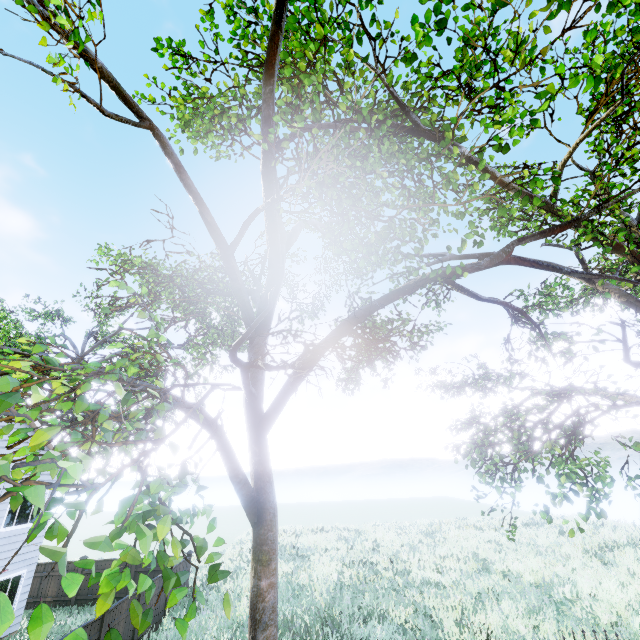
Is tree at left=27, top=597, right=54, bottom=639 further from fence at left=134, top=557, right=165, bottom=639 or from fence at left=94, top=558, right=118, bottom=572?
fence at left=134, top=557, right=165, bottom=639

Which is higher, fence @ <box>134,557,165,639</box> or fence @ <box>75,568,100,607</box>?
fence @ <box>134,557,165,639</box>

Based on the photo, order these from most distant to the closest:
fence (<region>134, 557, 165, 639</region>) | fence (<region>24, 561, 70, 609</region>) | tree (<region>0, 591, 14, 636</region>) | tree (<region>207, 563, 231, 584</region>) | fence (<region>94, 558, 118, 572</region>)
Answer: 1. fence (<region>94, 558, 118, 572</region>)
2. fence (<region>24, 561, 70, 609</region>)
3. fence (<region>134, 557, 165, 639</region>)
4. tree (<region>207, 563, 231, 584</region>)
5. tree (<region>0, 591, 14, 636</region>)

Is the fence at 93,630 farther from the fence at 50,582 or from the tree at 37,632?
the fence at 50,582

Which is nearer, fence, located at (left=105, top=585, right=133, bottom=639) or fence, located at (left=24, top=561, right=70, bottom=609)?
fence, located at (left=105, top=585, right=133, bottom=639)

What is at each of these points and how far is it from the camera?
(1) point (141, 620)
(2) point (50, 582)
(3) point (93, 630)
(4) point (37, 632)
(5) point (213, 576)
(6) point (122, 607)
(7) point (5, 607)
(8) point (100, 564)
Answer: (1) tree, 2.2m
(2) fence, 16.2m
(3) fence, 9.4m
(4) tree, 1.2m
(5) tree, 2.2m
(6) fence, 10.8m
(7) tree, 1.0m
(8) fence, 16.5m

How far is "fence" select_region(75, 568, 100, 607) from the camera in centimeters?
1585cm
